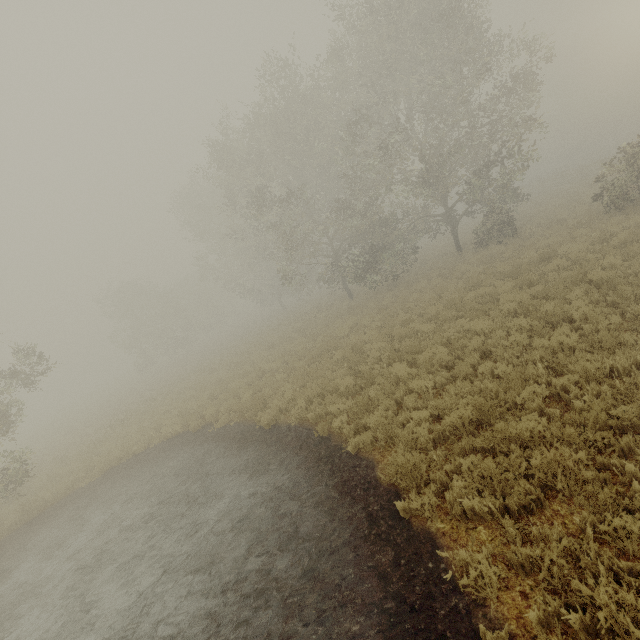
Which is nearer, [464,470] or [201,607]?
[464,470]
